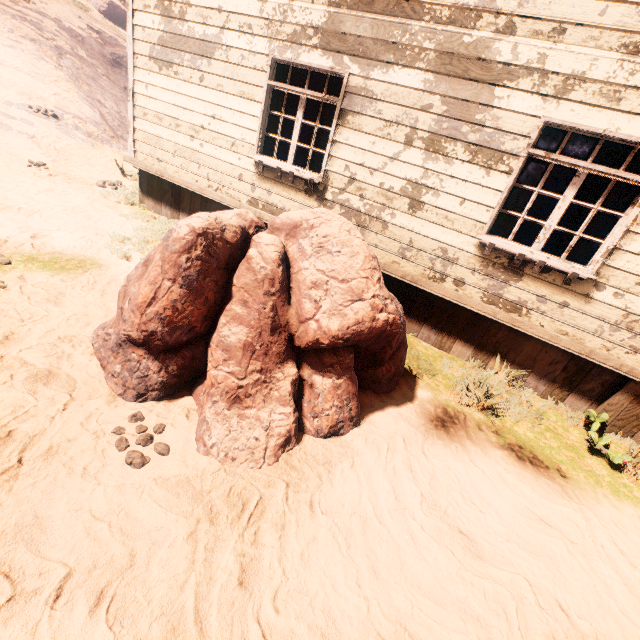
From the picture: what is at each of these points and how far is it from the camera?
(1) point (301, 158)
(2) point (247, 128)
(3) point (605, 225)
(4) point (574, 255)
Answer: (1) desk, 8.6m
(2) building, 5.6m
(3) curtain, 4.0m
(4) curtain, 4.2m

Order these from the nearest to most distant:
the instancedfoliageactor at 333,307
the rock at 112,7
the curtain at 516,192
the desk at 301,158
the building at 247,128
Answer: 1. the instancedfoliageactor at 333,307
2. the building at 247,128
3. the curtain at 516,192
4. the desk at 301,158
5. the rock at 112,7

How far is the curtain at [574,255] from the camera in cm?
410

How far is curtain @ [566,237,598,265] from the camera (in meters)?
4.10

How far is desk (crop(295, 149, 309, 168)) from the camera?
8.47m

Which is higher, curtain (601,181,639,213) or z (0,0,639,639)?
curtain (601,181,639,213)

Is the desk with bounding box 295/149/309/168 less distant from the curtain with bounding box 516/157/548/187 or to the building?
the building
